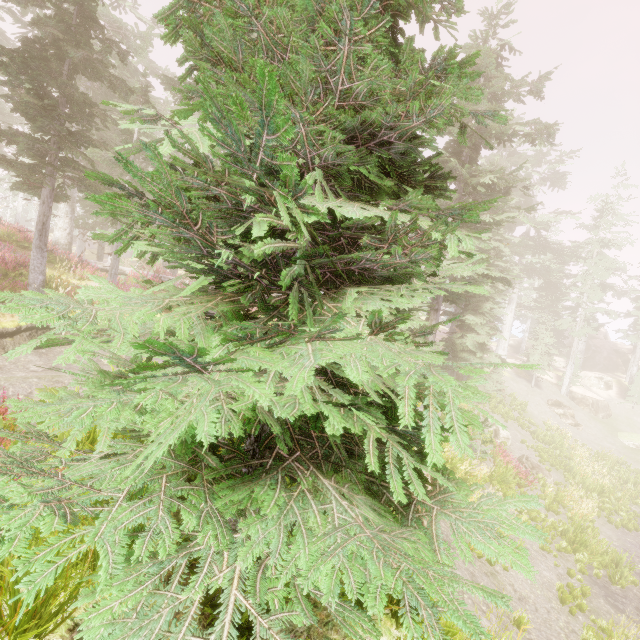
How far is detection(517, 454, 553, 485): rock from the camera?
18.0m

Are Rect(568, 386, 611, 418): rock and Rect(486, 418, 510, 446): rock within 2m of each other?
no

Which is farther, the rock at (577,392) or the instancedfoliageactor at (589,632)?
the rock at (577,392)

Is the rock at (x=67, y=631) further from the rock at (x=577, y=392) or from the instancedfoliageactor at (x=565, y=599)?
the rock at (x=577, y=392)

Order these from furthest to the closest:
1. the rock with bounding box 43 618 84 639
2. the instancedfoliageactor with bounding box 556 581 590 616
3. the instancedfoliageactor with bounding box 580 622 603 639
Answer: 1. the instancedfoliageactor with bounding box 556 581 590 616
2. the instancedfoliageactor with bounding box 580 622 603 639
3. the rock with bounding box 43 618 84 639

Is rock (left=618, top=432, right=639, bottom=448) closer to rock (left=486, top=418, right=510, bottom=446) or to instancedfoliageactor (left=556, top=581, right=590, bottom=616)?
instancedfoliageactor (left=556, top=581, right=590, bottom=616)

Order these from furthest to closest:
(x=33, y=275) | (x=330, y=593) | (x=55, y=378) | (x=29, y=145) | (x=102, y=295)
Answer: (x=33, y=275) < (x=29, y=145) < (x=55, y=378) < (x=102, y=295) < (x=330, y=593)

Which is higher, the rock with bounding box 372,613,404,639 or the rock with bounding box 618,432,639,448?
the rock with bounding box 372,613,404,639
